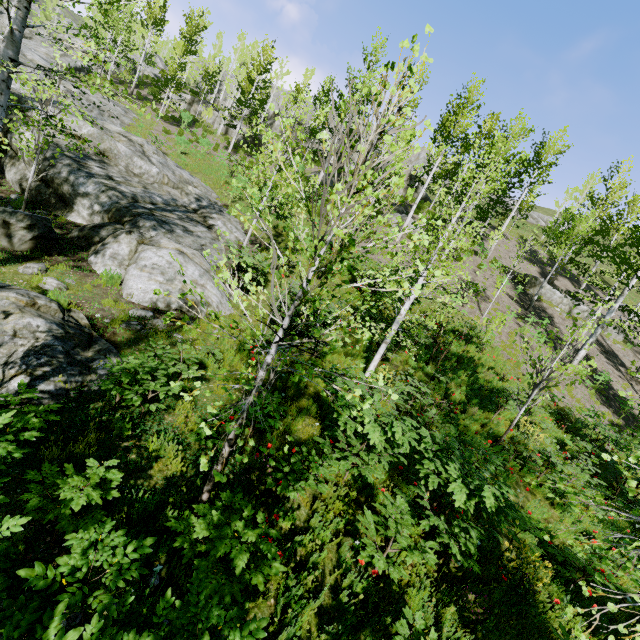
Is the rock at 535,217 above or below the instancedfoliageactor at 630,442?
above

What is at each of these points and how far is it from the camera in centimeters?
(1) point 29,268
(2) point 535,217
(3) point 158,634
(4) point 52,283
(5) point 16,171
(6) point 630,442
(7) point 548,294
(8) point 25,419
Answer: (1) rock, 747cm
(2) rock, 5819cm
(3) instancedfoliageactor, 208cm
(4) rock, 731cm
(5) rock, 1125cm
(6) instancedfoliageactor, 1333cm
(7) rock, 2320cm
(8) instancedfoliageactor, 287cm

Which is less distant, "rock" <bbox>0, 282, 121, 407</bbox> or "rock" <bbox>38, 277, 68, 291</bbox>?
"rock" <bbox>0, 282, 121, 407</bbox>

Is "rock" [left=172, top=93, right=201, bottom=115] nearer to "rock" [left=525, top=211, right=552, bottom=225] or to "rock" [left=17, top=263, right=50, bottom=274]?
"rock" [left=17, top=263, right=50, bottom=274]

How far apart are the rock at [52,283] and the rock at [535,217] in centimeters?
6933cm

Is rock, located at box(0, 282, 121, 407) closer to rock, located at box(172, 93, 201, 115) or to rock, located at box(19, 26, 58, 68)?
rock, located at box(19, 26, 58, 68)

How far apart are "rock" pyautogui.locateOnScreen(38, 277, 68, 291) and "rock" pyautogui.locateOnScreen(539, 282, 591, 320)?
26.0m

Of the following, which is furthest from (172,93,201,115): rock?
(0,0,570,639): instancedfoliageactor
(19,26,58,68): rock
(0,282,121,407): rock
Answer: (0,282,121,407): rock
